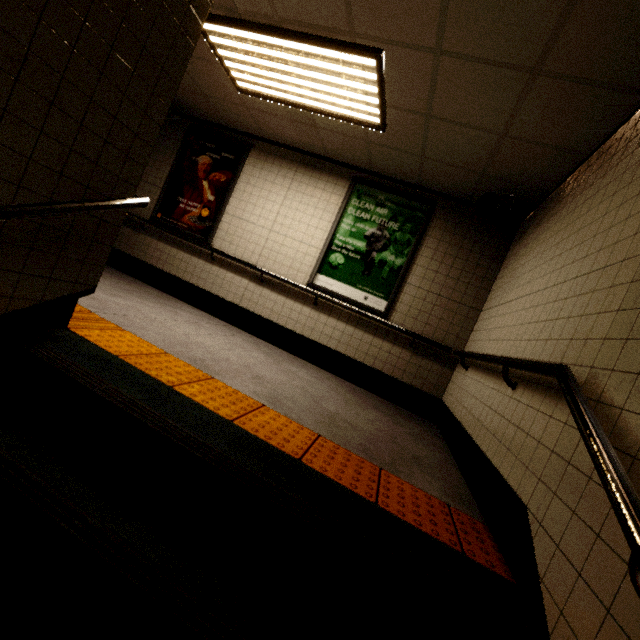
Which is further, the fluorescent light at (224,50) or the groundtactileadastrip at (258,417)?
the fluorescent light at (224,50)

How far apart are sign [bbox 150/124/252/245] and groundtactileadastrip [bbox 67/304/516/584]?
2.6m

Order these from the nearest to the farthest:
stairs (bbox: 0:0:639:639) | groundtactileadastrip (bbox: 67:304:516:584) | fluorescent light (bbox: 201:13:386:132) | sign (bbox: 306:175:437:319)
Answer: stairs (bbox: 0:0:639:639) → groundtactileadastrip (bbox: 67:304:516:584) → fluorescent light (bbox: 201:13:386:132) → sign (bbox: 306:175:437:319)

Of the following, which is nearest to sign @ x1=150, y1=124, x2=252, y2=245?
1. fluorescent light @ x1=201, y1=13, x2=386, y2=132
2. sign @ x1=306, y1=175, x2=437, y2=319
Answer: fluorescent light @ x1=201, y1=13, x2=386, y2=132

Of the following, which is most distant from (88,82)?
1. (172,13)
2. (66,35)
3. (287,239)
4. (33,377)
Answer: (287,239)

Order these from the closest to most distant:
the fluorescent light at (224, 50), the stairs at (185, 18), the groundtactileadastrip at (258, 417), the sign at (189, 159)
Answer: the stairs at (185, 18), the groundtactileadastrip at (258, 417), the fluorescent light at (224, 50), the sign at (189, 159)

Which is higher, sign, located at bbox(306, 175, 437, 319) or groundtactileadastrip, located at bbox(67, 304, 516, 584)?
sign, located at bbox(306, 175, 437, 319)

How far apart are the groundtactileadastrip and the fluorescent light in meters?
2.9
